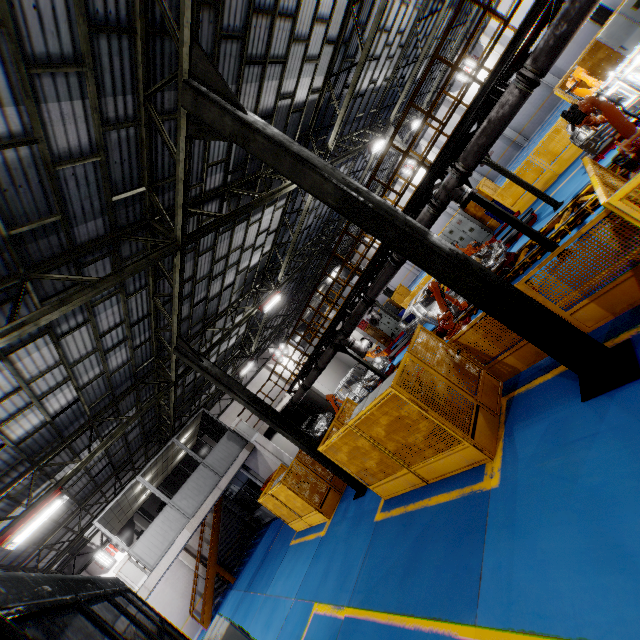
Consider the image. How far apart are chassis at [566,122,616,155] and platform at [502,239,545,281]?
0.0m

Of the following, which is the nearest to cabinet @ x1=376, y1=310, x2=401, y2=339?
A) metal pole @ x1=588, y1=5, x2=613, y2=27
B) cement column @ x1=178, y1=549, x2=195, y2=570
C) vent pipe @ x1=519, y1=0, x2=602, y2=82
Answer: vent pipe @ x1=519, y1=0, x2=602, y2=82

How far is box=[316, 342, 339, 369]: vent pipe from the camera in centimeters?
1381cm

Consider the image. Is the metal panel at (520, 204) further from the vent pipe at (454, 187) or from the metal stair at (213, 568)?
the metal stair at (213, 568)

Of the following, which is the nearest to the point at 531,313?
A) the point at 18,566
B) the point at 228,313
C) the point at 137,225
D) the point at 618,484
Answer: the point at 618,484

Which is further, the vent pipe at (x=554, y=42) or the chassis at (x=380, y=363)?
the chassis at (x=380, y=363)
